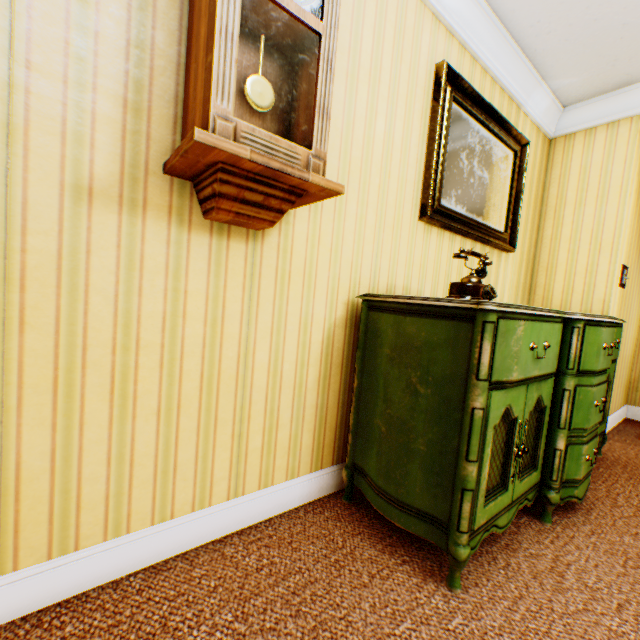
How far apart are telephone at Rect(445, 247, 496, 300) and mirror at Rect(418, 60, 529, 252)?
0.5 meters

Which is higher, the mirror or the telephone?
the mirror

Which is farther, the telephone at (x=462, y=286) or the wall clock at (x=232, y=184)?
the telephone at (x=462, y=286)

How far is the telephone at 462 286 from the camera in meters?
1.6 m

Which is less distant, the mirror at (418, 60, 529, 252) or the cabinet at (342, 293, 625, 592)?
the cabinet at (342, 293, 625, 592)

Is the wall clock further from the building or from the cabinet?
the cabinet

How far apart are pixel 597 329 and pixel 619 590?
1.2m

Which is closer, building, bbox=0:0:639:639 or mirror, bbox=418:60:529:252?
→ building, bbox=0:0:639:639
